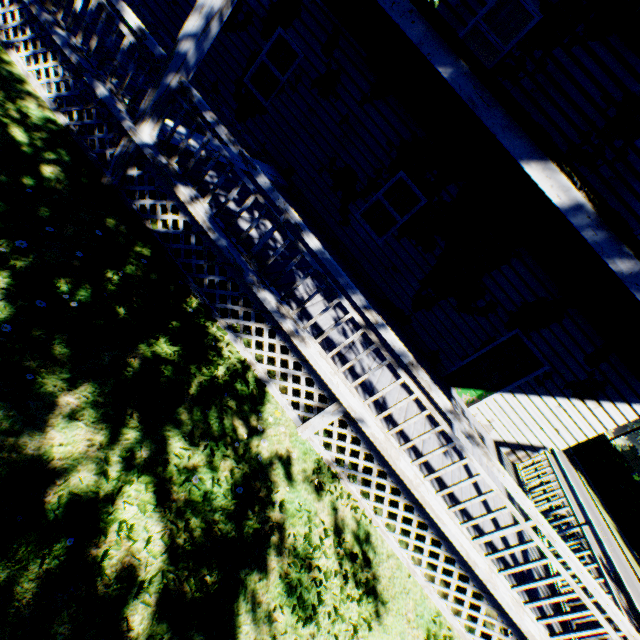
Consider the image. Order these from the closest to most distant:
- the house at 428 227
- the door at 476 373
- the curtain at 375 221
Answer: the house at 428 227 < the door at 476 373 < the curtain at 375 221

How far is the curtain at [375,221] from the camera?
8.73m

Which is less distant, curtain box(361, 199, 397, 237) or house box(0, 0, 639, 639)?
house box(0, 0, 639, 639)

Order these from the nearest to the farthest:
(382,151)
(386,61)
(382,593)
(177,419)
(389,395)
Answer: (177,419)
(382,593)
(389,395)
(386,61)
(382,151)

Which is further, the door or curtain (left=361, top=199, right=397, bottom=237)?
curtain (left=361, top=199, right=397, bottom=237)

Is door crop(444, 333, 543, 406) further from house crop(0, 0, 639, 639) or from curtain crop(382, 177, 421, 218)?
curtain crop(382, 177, 421, 218)

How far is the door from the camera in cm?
811
